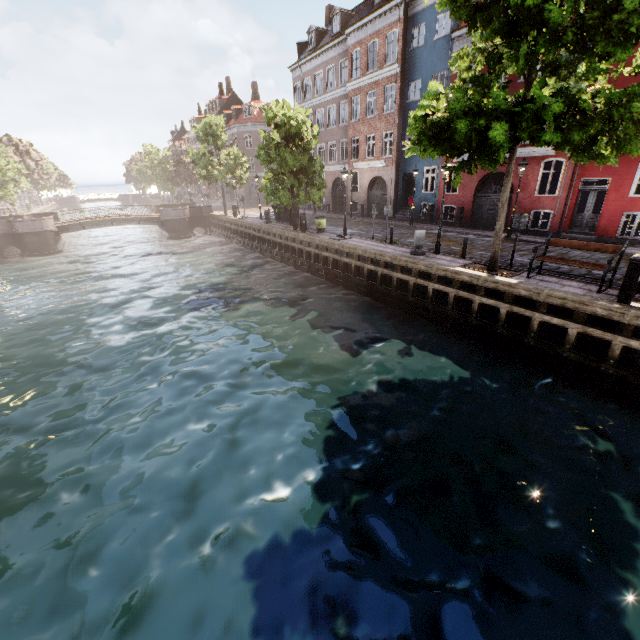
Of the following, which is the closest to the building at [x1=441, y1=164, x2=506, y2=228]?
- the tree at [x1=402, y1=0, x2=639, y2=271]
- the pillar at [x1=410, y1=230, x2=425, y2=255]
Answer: the tree at [x1=402, y1=0, x2=639, y2=271]

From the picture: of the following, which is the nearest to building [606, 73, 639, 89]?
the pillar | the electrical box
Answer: the pillar

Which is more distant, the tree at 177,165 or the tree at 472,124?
the tree at 177,165

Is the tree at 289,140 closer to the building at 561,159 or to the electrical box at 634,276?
the electrical box at 634,276

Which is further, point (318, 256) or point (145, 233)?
point (145, 233)

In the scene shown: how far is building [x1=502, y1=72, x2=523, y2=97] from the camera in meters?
17.0

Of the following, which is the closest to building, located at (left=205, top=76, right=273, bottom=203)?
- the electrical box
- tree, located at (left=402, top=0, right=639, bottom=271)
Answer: tree, located at (left=402, top=0, right=639, bottom=271)

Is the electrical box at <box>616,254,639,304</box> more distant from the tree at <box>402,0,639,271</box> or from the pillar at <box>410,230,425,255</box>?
the pillar at <box>410,230,425,255</box>
